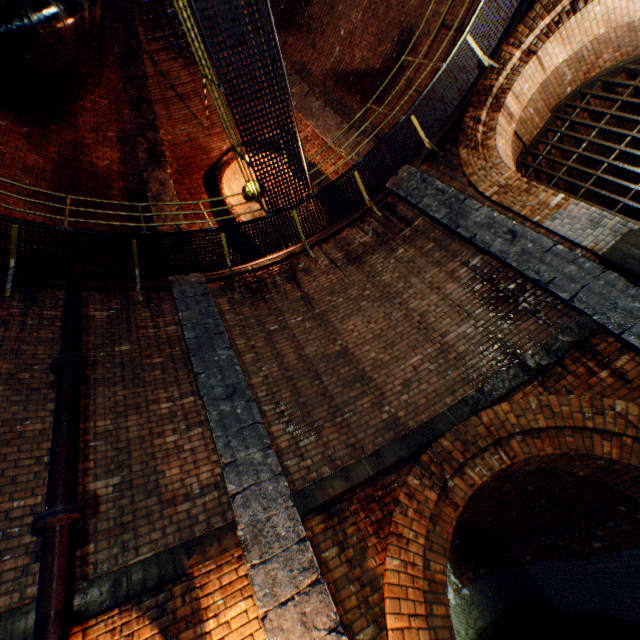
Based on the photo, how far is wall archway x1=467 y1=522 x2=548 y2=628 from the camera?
12.9m

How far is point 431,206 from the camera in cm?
666

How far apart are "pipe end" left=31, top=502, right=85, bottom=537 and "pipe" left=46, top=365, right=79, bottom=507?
0.0m

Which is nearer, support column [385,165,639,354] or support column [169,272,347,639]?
support column [169,272,347,639]

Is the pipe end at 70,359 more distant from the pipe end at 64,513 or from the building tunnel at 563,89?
the building tunnel at 563,89

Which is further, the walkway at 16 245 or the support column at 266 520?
the walkway at 16 245

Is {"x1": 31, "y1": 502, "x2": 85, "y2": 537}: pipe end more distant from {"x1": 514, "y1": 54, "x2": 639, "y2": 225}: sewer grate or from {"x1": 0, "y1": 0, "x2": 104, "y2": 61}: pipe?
{"x1": 514, "y1": 54, "x2": 639, "y2": 225}: sewer grate

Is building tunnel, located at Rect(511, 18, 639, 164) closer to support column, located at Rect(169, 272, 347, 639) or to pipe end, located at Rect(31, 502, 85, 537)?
support column, located at Rect(169, 272, 347, 639)
